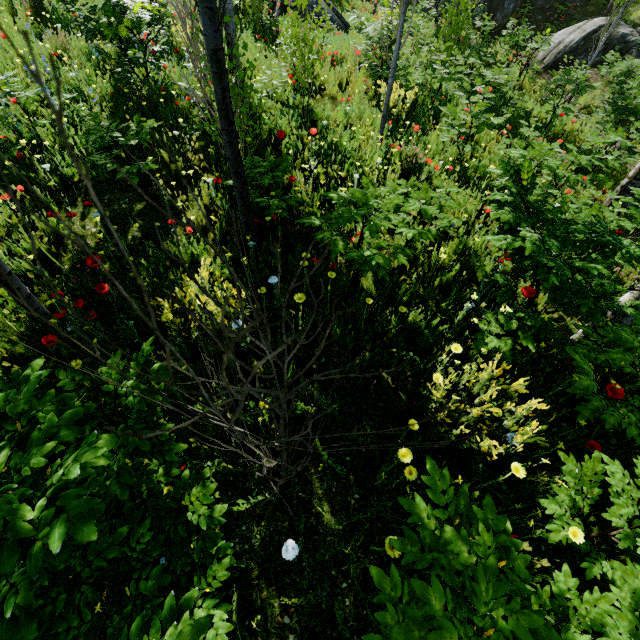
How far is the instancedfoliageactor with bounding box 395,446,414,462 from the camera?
1.98m

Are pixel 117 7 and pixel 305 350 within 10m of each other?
yes

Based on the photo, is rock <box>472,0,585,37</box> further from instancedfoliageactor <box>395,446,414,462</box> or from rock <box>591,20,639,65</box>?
rock <box>591,20,639,65</box>

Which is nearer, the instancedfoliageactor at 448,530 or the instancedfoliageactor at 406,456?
the instancedfoliageactor at 448,530

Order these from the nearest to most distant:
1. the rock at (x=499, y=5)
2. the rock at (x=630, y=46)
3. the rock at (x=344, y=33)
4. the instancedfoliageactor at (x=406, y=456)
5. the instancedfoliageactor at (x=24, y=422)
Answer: the instancedfoliageactor at (x=24, y=422), the instancedfoliageactor at (x=406, y=456), the rock at (x=344, y=33), the rock at (x=630, y=46), the rock at (x=499, y=5)

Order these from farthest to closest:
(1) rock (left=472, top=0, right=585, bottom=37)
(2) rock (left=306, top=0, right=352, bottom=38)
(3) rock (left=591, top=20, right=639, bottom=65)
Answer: (1) rock (left=472, top=0, right=585, bottom=37), (3) rock (left=591, top=20, right=639, bottom=65), (2) rock (left=306, top=0, right=352, bottom=38)
